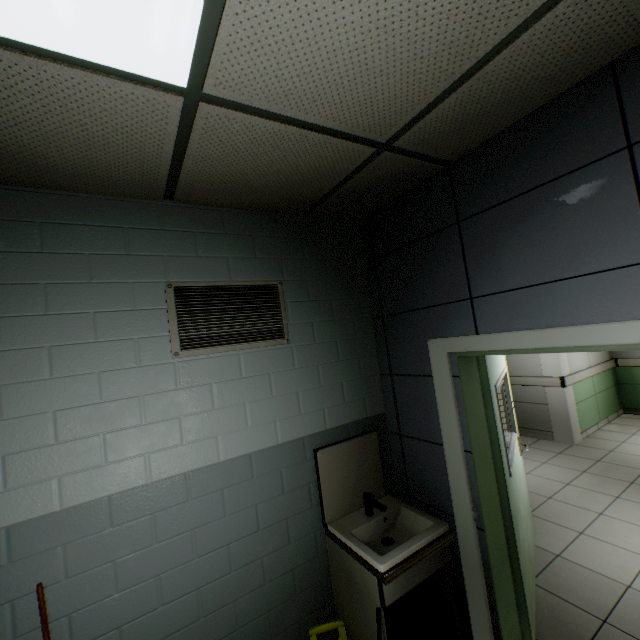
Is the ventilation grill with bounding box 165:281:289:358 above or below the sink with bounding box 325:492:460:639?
above

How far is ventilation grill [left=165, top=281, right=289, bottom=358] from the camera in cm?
199

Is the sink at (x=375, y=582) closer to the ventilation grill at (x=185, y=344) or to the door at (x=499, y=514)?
the door at (x=499, y=514)

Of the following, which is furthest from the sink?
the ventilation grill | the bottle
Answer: the ventilation grill

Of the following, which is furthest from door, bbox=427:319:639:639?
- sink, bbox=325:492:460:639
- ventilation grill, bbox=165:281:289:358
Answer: ventilation grill, bbox=165:281:289:358

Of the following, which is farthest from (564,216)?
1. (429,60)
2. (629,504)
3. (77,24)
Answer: (629,504)

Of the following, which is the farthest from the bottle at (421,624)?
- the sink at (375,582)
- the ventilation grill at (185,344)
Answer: the ventilation grill at (185,344)
